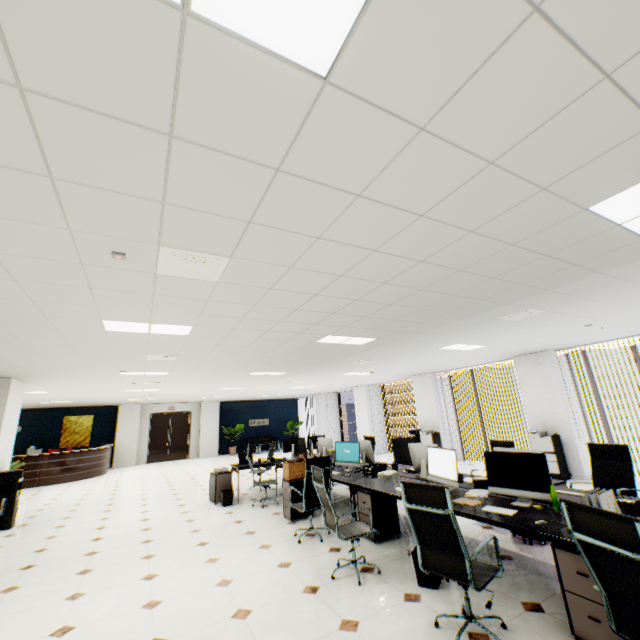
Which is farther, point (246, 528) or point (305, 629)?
point (246, 528)

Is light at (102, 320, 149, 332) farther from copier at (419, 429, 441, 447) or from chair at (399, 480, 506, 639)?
copier at (419, 429, 441, 447)

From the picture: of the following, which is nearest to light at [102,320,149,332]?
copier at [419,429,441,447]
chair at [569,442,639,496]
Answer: chair at [569,442,639,496]

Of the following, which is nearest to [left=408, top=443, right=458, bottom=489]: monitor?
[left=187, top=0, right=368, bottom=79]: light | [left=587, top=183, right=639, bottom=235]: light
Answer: [left=587, top=183, right=639, bottom=235]: light

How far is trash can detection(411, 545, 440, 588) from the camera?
3.31m

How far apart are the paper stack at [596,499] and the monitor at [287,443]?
6.5m

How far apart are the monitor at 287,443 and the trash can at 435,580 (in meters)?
5.01

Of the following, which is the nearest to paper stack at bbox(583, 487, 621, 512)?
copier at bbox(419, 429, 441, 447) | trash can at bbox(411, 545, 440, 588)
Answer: trash can at bbox(411, 545, 440, 588)
